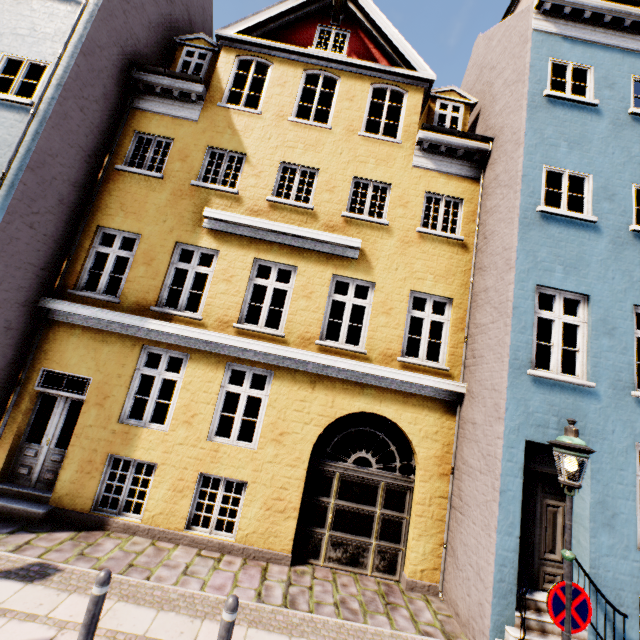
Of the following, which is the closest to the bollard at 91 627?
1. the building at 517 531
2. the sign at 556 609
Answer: the building at 517 531

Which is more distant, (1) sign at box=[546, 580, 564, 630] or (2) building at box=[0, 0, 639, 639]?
(2) building at box=[0, 0, 639, 639]

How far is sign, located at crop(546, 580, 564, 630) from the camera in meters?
3.8

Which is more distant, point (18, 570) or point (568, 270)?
point (568, 270)

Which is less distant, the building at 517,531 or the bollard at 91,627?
the bollard at 91,627

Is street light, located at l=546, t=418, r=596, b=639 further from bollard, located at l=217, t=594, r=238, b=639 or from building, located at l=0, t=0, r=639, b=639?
bollard, located at l=217, t=594, r=238, b=639

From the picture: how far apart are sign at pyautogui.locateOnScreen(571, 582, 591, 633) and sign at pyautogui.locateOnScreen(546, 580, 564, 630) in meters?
0.1

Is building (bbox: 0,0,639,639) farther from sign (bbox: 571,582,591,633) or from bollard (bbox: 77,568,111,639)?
bollard (bbox: 77,568,111,639)
